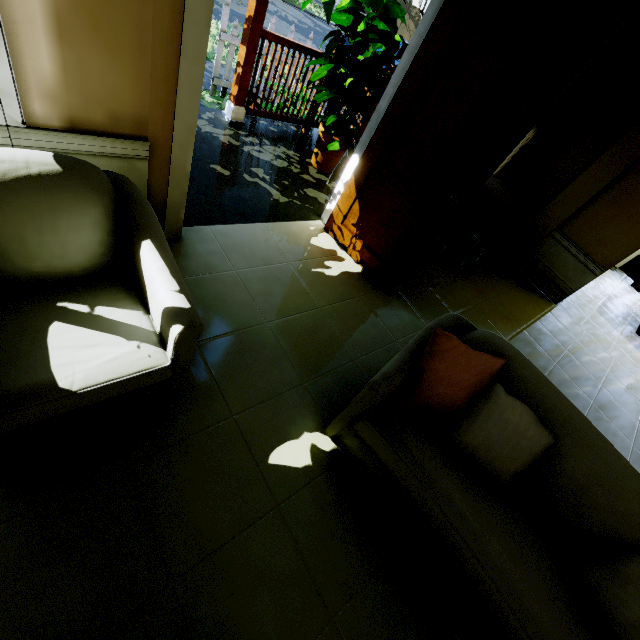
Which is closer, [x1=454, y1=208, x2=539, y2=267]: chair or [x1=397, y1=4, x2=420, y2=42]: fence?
[x1=454, y1=208, x2=539, y2=267]: chair

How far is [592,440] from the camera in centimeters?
147cm

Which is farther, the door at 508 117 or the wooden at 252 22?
the wooden at 252 22

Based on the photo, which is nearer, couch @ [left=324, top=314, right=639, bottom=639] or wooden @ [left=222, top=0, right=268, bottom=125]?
couch @ [left=324, top=314, right=639, bottom=639]

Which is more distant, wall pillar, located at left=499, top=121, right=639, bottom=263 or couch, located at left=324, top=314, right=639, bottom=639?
wall pillar, located at left=499, top=121, right=639, bottom=263

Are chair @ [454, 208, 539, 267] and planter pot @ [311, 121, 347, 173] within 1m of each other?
no

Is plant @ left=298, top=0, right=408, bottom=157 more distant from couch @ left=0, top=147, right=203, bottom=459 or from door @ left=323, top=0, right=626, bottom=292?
couch @ left=0, top=147, right=203, bottom=459

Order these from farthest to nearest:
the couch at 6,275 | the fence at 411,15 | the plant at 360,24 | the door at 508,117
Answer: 1. the fence at 411,15
2. the plant at 360,24
3. the door at 508,117
4. the couch at 6,275
